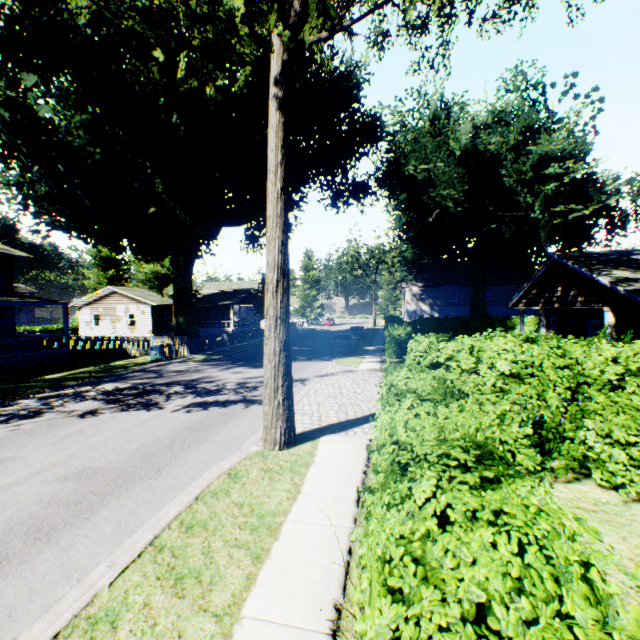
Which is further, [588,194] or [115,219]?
[588,194]

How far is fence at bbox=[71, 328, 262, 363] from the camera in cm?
2420

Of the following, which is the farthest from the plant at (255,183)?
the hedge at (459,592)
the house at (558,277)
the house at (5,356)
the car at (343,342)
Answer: the car at (343,342)

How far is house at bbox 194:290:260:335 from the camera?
46.0 meters

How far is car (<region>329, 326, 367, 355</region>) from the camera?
23.94m

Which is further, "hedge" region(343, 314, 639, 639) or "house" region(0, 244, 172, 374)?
"house" region(0, 244, 172, 374)

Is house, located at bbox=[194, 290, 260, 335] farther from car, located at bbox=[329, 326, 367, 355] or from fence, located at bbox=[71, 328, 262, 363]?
car, located at bbox=[329, 326, 367, 355]

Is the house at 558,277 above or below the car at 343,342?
above
